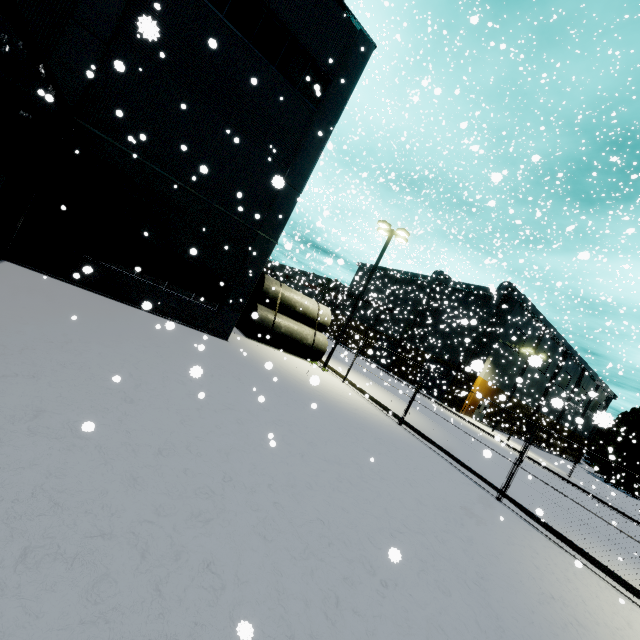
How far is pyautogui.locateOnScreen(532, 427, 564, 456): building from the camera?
52.52m

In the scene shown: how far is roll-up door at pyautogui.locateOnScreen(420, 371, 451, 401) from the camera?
Answer: 36.97m

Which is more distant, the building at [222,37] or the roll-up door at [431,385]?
the roll-up door at [431,385]

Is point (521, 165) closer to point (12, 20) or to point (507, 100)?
point (12, 20)

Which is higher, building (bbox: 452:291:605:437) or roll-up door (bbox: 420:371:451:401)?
building (bbox: 452:291:605:437)

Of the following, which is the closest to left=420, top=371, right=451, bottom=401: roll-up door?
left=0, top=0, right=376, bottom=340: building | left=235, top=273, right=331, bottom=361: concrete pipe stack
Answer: left=0, top=0, right=376, bottom=340: building

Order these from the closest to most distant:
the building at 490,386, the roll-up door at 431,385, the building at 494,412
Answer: the building at 490,386 < the building at 494,412 < the roll-up door at 431,385
